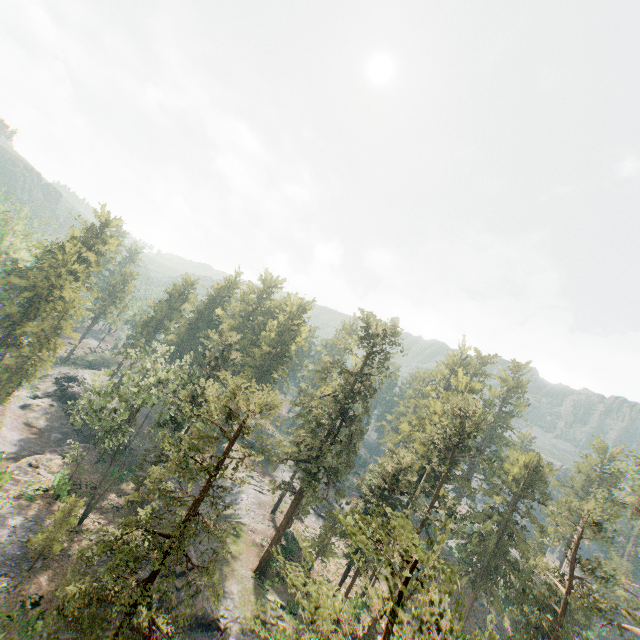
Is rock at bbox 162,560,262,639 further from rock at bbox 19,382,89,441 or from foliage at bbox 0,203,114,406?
rock at bbox 19,382,89,441

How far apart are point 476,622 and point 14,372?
76.65m

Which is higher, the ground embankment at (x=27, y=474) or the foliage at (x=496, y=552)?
the foliage at (x=496, y=552)

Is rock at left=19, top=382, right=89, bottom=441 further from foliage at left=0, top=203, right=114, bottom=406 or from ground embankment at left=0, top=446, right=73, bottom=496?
foliage at left=0, top=203, right=114, bottom=406

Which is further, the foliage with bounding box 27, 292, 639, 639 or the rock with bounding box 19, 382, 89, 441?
the rock with bounding box 19, 382, 89, 441

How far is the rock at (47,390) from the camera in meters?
50.0 m

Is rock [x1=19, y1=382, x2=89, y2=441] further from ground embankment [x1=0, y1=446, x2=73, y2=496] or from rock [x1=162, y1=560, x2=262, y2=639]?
rock [x1=162, y1=560, x2=262, y2=639]
